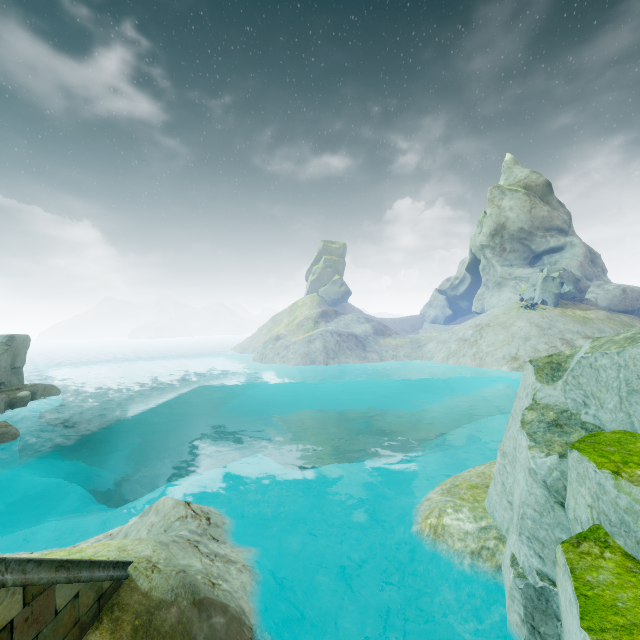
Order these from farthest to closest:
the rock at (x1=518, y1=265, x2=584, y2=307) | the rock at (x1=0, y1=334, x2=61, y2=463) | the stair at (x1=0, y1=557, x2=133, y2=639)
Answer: the rock at (x1=518, y1=265, x2=584, y2=307), the rock at (x1=0, y1=334, x2=61, y2=463), the stair at (x1=0, y1=557, x2=133, y2=639)

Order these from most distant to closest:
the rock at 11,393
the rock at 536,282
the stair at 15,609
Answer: Answer:
the rock at 536,282
the rock at 11,393
the stair at 15,609

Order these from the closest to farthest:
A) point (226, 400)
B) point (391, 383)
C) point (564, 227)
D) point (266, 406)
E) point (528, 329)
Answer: point (528, 329)
point (266, 406)
point (391, 383)
point (226, 400)
point (564, 227)

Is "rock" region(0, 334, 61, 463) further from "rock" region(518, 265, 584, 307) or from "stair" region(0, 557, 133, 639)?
"rock" region(518, 265, 584, 307)

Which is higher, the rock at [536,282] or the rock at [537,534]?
the rock at [536,282]

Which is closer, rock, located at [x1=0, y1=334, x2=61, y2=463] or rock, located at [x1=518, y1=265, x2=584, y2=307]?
rock, located at [x1=0, y1=334, x2=61, y2=463]

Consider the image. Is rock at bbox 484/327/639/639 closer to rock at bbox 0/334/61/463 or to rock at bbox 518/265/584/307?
rock at bbox 518/265/584/307
